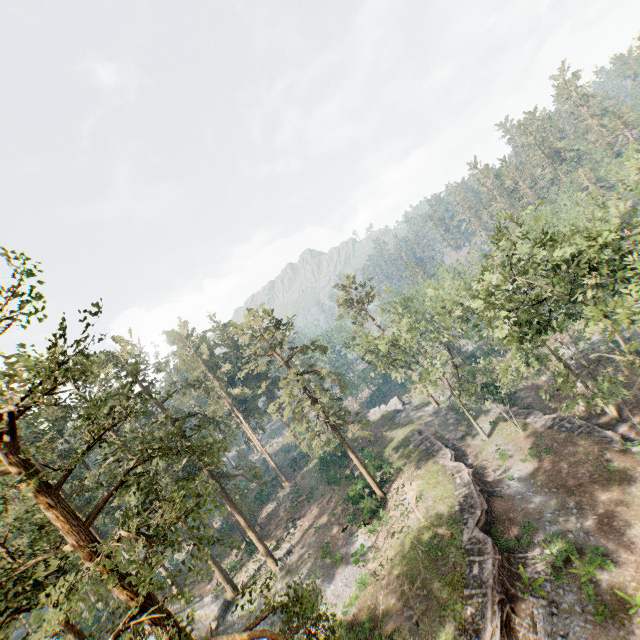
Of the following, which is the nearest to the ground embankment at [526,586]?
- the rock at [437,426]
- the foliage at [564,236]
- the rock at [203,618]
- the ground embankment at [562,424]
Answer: the rock at [437,426]

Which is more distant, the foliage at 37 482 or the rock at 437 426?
the rock at 437 426

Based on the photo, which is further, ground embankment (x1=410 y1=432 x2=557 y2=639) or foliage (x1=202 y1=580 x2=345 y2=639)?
ground embankment (x1=410 y1=432 x2=557 y2=639)

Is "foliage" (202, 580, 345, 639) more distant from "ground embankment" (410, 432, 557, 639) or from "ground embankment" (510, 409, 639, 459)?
"ground embankment" (410, 432, 557, 639)

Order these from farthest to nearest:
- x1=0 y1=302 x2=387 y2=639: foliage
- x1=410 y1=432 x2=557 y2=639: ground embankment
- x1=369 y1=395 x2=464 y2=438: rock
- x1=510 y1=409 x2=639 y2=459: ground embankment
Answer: x1=369 y1=395 x2=464 y2=438: rock < x1=510 y1=409 x2=639 y2=459: ground embankment < x1=410 y1=432 x2=557 y2=639: ground embankment < x1=0 y1=302 x2=387 y2=639: foliage

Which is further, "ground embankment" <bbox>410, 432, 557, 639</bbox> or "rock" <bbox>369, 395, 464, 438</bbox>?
"rock" <bbox>369, 395, 464, 438</bbox>

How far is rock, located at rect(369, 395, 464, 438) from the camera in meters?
41.8 m

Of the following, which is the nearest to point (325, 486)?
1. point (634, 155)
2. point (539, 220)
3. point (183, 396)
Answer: point (183, 396)
